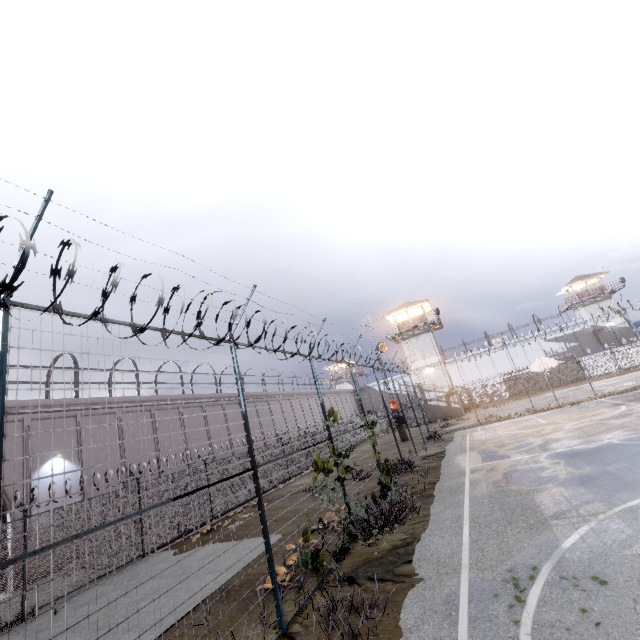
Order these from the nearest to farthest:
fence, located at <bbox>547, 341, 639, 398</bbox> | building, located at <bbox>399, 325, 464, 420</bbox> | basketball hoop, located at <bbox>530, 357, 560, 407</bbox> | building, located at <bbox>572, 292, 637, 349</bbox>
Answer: basketball hoop, located at <bbox>530, 357, 560, 407</bbox>, building, located at <bbox>399, 325, 464, 420</bbox>, fence, located at <bbox>547, 341, 639, 398</bbox>, building, located at <bbox>572, 292, 637, 349</bbox>

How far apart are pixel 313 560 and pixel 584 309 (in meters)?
60.35

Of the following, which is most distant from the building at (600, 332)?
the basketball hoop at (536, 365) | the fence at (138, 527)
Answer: the basketball hoop at (536, 365)

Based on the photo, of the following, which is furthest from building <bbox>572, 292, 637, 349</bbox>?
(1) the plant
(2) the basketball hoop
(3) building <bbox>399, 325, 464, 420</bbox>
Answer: (1) the plant

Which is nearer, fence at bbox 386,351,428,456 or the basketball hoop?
fence at bbox 386,351,428,456

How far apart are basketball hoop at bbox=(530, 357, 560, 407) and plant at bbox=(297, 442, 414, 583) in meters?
19.7

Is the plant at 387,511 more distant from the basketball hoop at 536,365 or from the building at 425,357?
the building at 425,357

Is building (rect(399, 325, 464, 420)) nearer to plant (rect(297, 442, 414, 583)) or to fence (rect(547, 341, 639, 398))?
fence (rect(547, 341, 639, 398))
